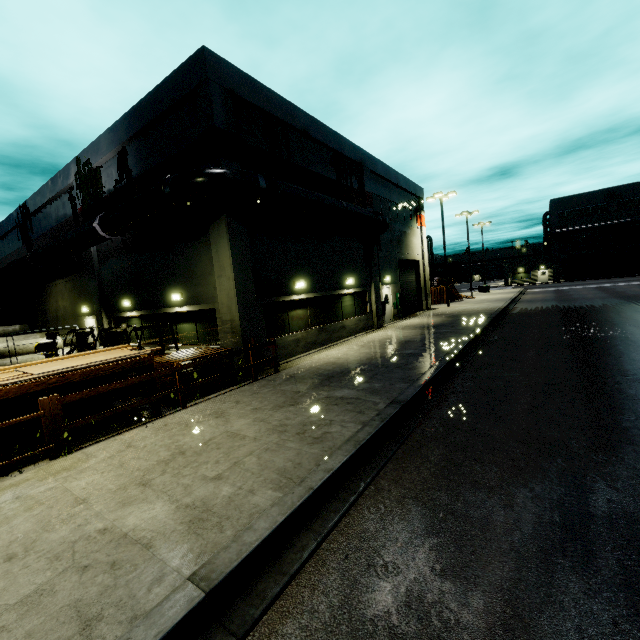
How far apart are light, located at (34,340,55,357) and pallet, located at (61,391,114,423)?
0.5m

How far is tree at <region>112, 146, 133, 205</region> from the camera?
14.2m

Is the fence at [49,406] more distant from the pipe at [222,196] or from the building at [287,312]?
the pipe at [222,196]

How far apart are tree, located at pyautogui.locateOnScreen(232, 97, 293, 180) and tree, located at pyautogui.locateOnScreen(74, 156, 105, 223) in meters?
8.3

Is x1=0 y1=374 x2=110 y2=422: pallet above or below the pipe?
below

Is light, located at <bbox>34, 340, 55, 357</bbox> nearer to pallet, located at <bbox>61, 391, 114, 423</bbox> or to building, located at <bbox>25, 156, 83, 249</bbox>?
pallet, located at <bbox>61, 391, 114, 423</bbox>

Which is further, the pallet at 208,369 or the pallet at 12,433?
the pallet at 208,369

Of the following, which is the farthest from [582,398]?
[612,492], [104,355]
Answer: [104,355]
